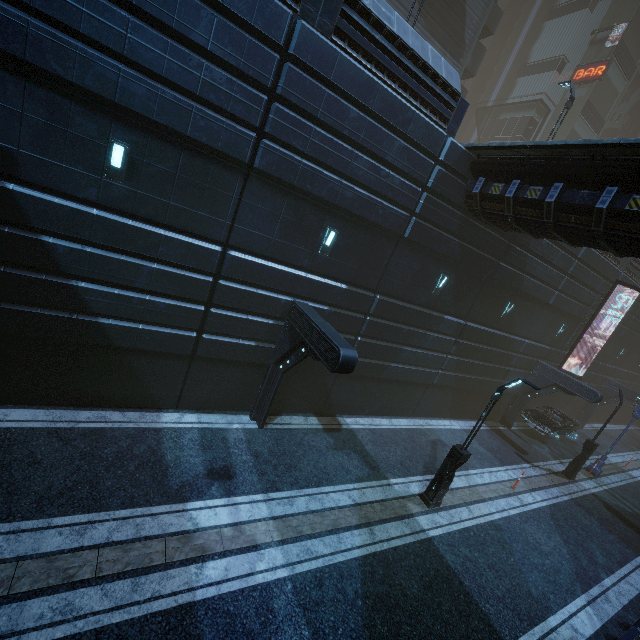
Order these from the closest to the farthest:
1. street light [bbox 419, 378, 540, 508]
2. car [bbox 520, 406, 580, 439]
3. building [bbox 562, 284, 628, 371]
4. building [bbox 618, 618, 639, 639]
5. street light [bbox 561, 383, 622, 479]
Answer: building [bbox 618, 618, 639, 639]
street light [bbox 419, 378, 540, 508]
street light [bbox 561, 383, 622, 479]
car [bbox 520, 406, 580, 439]
building [bbox 562, 284, 628, 371]

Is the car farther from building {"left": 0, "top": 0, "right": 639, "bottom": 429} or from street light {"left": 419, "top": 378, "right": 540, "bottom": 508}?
street light {"left": 419, "top": 378, "right": 540, "bottom": 508}

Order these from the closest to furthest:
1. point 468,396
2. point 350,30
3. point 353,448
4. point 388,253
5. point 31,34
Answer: point 31,34
point 350,30
point 388,253
point 353,448
point 468,396

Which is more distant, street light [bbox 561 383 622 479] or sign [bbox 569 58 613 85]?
sign [bbox 569 58 613 85]

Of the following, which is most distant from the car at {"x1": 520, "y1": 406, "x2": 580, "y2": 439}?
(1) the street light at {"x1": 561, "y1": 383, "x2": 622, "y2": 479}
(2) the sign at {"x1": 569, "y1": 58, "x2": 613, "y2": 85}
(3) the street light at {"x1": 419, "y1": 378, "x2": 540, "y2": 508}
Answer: (2) the sign at {"x1": 569, "y1": 58, "x2": 613, "y2": 85}

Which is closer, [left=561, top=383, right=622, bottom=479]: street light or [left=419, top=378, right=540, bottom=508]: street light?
[left=419, top=378, right=540, bottom=508]: street light

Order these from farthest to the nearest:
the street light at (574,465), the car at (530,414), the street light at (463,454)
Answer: the car at (530,414)
the street light at (574,465)
the street light at (463,454)

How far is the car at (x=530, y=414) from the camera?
20.33m
